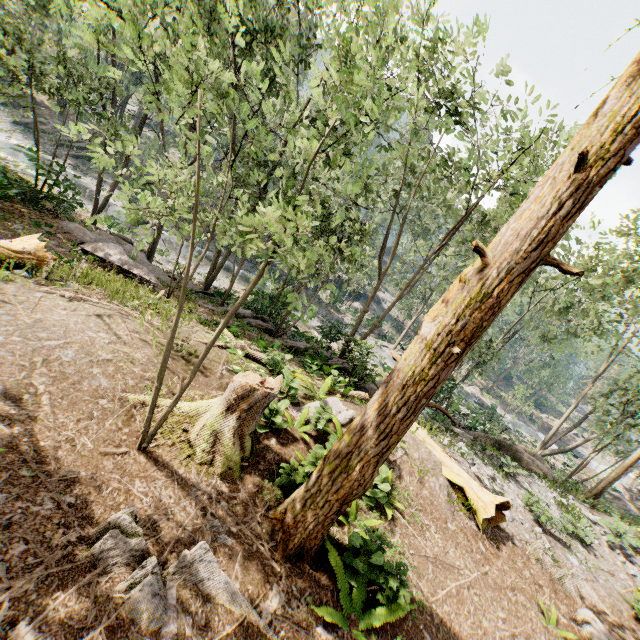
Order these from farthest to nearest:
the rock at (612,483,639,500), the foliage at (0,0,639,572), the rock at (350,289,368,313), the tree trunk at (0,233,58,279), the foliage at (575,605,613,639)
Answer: the rock at (350,289,368,313), the rock at (612,483,639,500), the tree trunk at (0,233,58,279), the foliage at (575,605,613,639), the foliage at (0,0,639,572)

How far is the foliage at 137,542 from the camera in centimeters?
402cm

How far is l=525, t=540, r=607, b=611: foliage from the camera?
9.2m

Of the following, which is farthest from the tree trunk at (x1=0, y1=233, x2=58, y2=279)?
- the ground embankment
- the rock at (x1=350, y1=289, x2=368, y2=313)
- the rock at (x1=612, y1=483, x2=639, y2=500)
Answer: the rock at (x1=612, y1=483, x2=639, y2=500)

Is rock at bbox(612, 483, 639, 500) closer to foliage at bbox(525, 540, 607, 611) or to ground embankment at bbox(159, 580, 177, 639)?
foliage at bbox(525, 540, 607, 611)

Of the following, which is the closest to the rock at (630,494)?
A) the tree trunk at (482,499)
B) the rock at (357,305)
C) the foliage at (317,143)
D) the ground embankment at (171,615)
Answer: the foliage at (317,143)

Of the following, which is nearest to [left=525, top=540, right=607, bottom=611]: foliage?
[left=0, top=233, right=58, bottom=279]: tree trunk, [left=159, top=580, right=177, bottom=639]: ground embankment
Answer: [left=159, top=580, right=177, bottom=639]: ground embankment

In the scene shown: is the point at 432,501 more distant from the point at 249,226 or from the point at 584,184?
the point at 249,226
